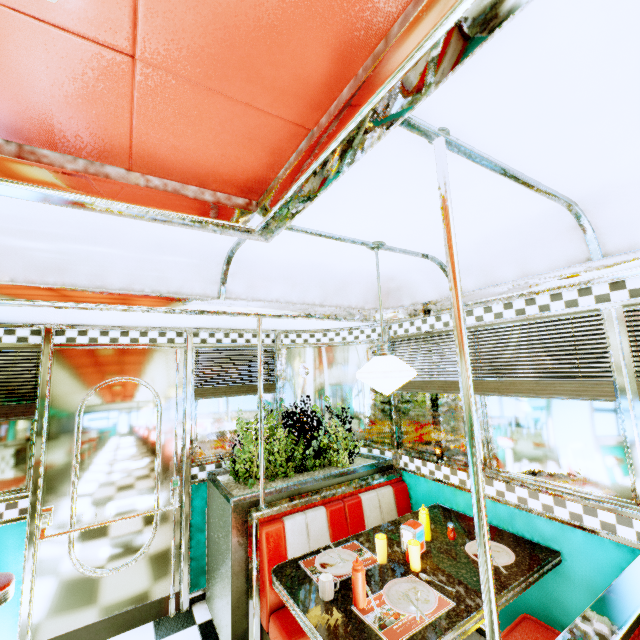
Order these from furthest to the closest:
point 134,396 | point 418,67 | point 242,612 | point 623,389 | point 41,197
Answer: point 134,396
point 242,612
point 623,389
point 41,197
point 418,67

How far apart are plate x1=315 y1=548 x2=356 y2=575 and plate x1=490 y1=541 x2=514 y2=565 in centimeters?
75cm

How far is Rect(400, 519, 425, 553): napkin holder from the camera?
2.2m

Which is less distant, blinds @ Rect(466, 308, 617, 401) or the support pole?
the support pole

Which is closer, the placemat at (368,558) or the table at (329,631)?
the table at (329,631)

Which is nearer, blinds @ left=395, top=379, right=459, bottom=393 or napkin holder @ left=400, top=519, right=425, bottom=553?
napkin holder @ left=400, top=519, right=425, bottom=553

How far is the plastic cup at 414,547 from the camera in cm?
204

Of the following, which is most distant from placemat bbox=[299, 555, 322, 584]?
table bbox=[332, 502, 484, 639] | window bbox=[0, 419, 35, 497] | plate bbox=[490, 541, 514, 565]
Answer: window bbox=[0, 419, 35, 497]
